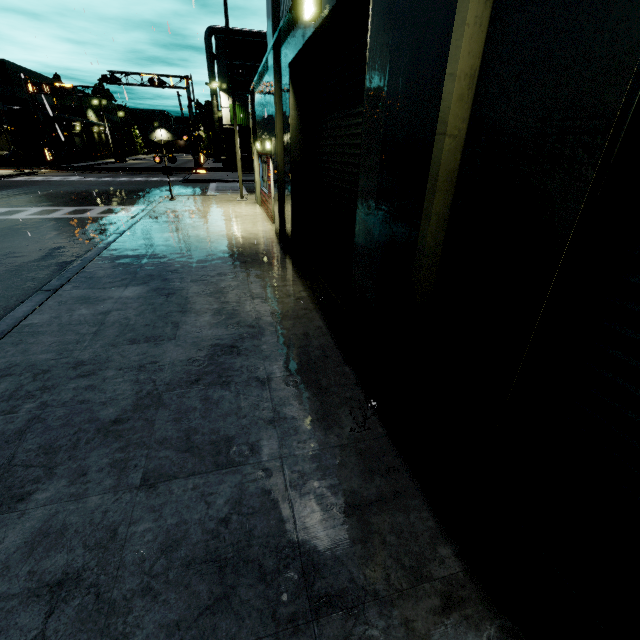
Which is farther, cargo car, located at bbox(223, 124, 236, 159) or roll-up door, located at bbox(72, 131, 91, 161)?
roll-up door, located at bbox(72, 131, 91, 161)

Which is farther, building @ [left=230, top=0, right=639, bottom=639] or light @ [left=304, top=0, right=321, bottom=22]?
light @ [left=304, top=0, right=321, bottom=22]

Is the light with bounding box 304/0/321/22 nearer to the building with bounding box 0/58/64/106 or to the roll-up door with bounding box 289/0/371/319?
the roll-up door with bounding box 289/0/371/319

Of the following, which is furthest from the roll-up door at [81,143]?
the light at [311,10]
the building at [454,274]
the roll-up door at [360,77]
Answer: the light at [311,10]

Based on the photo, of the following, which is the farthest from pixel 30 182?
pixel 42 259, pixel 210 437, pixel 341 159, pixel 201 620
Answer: pixel 201 620

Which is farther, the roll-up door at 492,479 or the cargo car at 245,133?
the cargo car at 245,133

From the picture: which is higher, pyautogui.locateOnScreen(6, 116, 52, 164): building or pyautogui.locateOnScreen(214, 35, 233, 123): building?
pyautogui.locateOnScreen(214, 35, 233, 123): building

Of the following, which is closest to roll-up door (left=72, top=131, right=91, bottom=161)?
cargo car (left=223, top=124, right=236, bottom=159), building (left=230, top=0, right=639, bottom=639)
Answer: building (left=230, top=0, right=639, bottom=639)
